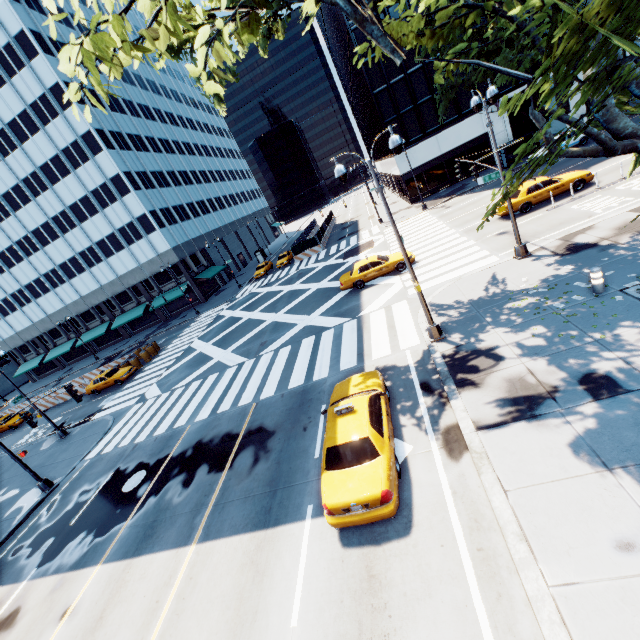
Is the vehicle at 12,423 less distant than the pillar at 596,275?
No

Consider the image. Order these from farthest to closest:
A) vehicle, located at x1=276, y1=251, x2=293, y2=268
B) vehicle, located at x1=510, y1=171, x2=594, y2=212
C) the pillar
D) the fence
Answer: vehicle, located at x1=276, y1=251, x2=293, y2=268, the fence, vehicle, located at x1=510, y1=171, x2=594, y2=212, the pillar

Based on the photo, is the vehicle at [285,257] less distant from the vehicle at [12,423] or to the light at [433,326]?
the vehicle at [12,423]

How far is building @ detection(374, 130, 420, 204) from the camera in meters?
38.2

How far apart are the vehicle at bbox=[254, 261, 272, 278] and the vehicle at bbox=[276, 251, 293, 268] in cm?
153

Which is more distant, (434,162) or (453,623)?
(434,162)

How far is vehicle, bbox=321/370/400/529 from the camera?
7.01m

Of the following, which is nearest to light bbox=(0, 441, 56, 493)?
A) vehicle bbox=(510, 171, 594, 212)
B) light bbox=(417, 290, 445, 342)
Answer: light bbox=(417, 290, 445, 342)
